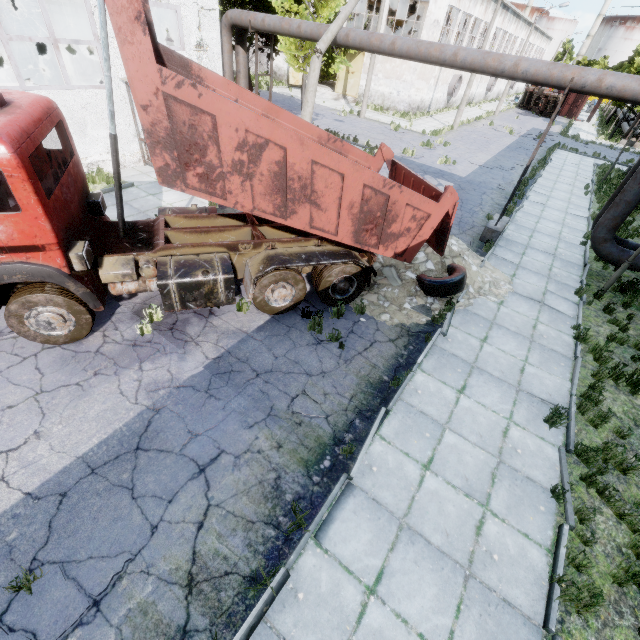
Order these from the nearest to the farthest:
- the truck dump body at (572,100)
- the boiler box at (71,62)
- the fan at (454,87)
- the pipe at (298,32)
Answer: the pipe at (298,32) < the boiler box at (71,62) < the fan at (454,87) < the truck dump body at (572,100)

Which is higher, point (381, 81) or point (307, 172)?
point (307, 172)

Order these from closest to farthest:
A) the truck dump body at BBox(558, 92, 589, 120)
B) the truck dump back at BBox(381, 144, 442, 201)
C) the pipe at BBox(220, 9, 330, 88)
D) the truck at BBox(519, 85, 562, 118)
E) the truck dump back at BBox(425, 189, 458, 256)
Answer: the truck dump back at BBox(425, 189, 458, 256)
the truck dump back at BBox(381, 144, 442, 201)
the pipe at BBox(220, 9, 330, 88)
the truck at BBox(519, 85, 562, 118)
the truck dump body at BBox(558, 92, 589, 120)

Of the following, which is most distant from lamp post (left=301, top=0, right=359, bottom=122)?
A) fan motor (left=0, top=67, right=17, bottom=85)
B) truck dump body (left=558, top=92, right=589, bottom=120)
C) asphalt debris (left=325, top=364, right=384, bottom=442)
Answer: truck dump body (left=558, top=92, right=589, bottom=120)

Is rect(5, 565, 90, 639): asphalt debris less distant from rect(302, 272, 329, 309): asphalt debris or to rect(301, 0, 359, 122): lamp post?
rect(302, 272, 329, 309): asphalt debris

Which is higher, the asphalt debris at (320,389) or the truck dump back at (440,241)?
the truck dump back at (440,241)

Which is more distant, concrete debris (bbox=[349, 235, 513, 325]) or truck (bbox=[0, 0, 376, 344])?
concrete debris (bbox=[349, 235, 513, 325])

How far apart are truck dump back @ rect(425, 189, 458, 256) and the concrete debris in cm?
62
